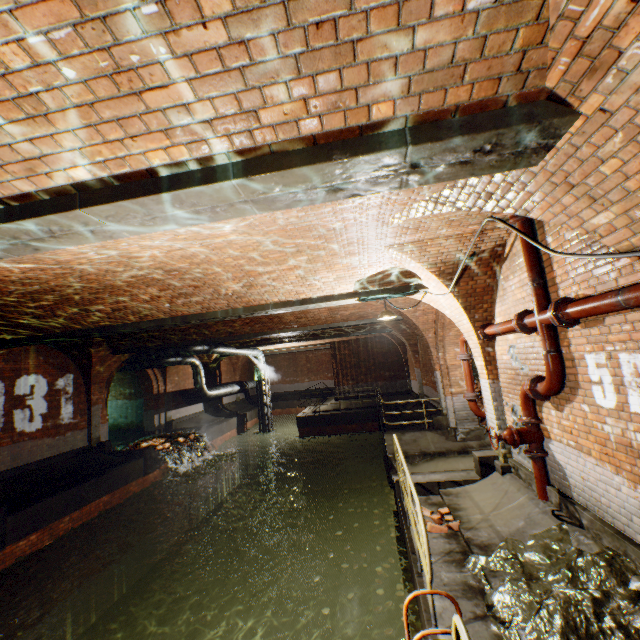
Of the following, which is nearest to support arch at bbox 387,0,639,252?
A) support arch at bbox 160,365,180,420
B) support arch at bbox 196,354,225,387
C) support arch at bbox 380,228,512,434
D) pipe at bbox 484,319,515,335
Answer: support arch at bbox 380,228,512,434

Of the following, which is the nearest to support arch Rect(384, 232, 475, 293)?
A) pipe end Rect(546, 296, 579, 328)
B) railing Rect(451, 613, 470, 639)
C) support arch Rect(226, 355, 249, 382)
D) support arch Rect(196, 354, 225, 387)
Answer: pipe end Rect(546, 296, 579, 328)

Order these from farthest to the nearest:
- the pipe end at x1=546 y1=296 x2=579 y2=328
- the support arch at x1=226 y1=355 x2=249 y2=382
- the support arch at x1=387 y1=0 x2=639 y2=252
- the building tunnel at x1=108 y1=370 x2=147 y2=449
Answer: the support arch at x1=226 y1=355 x2=249 y2=382 → the building tunnel at x1=108 y1=370 x2=147 y2=449 → the pipe end at x1=546 y1=296 x2=579 y2=328 → the support arch at x1=387 y1=0 x2=639 y2=252

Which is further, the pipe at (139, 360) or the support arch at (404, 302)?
the pipe at (139, 360)

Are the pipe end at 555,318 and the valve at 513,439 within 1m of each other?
no

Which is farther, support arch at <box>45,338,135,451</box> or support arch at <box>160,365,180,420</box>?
support arch at <box>160,365,180,420</box>

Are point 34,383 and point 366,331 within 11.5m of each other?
no

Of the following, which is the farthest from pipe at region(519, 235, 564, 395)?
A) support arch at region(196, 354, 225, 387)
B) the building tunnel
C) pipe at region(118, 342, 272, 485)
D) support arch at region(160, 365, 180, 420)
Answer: support arch at region(196, 354, 225, 387)
